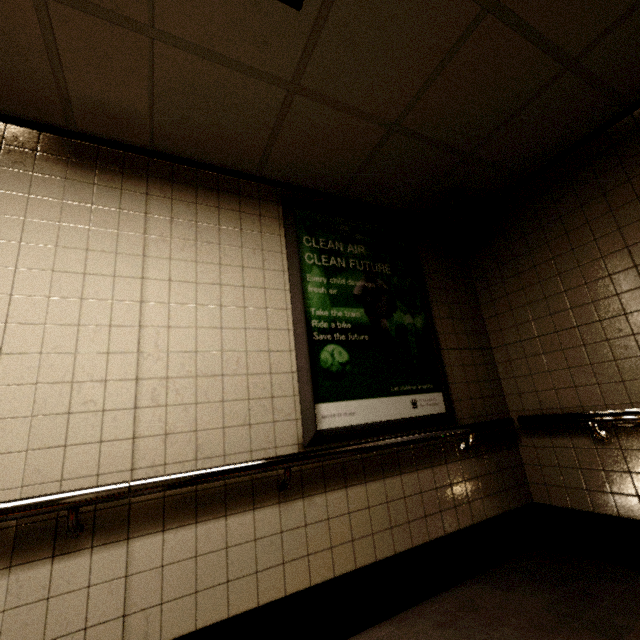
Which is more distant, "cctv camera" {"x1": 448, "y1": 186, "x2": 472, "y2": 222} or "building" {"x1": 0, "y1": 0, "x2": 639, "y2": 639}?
"cctv camera" {"x1": 448, "y1": 186, "x2": 472, "y2": 222}

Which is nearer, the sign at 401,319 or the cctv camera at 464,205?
the sign at 401,319

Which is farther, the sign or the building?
the sign

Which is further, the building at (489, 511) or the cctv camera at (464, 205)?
the cctv camera at (464, 205)

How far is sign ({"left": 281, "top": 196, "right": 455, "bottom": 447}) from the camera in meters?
2.1 m

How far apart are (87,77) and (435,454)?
3.1 meters

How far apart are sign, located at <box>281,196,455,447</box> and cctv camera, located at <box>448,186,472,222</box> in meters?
0.4

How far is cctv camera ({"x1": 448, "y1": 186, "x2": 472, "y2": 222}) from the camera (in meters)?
2.62
